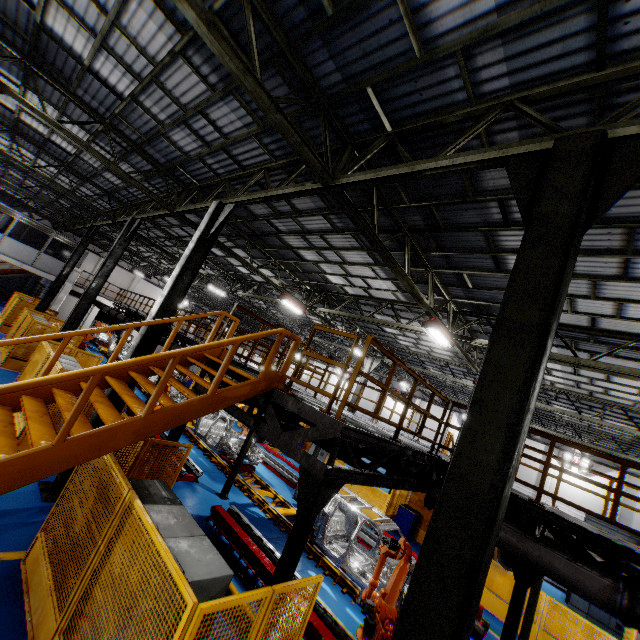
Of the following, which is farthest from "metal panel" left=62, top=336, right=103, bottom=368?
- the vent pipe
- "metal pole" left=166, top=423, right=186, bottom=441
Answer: the vent pipe

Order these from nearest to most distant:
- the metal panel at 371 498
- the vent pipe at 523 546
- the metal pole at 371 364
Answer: the vent pipe at 523 546
the metal panel at 371 498
the metal pole at 371 364

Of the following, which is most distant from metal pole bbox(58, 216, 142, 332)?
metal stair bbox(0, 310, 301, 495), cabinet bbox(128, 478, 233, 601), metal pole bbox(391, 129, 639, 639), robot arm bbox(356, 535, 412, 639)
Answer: metal pole bbox(391, 129, 639, 639)

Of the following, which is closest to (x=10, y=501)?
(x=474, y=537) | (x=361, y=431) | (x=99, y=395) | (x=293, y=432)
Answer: (x=99, y=395)

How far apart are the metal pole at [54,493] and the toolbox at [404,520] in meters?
12.7

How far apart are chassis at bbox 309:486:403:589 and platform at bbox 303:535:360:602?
0.0 meters

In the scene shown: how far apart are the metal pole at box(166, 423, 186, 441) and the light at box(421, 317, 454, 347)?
6.7 meters

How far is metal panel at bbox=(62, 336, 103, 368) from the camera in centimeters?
1185cm
